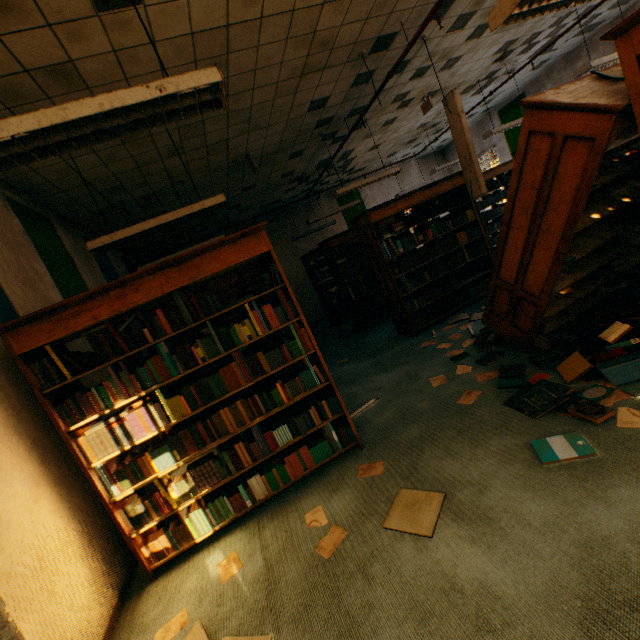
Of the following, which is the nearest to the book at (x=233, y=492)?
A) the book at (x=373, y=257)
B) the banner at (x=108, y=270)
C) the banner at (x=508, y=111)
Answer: the book at (x=373, y=257)

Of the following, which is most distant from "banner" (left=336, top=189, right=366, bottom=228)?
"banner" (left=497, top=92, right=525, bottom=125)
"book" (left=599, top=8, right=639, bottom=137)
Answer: "book" (left=599, top=8, right=639, bottom=137)

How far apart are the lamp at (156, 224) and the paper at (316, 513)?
3.2m

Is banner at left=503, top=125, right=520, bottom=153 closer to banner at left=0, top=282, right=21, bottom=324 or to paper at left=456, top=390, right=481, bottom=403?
paper at left=456, top=390, right=481, bottom=403

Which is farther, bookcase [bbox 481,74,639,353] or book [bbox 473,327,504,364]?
book [bbox 473,327,504,364]

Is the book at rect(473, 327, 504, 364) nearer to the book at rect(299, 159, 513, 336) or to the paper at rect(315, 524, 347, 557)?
the book at rect(299, 159, 513, 336)

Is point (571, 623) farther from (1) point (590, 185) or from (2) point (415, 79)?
(2) point (415, 79)

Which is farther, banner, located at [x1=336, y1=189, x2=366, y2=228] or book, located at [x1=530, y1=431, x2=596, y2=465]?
banner, located at [x1=336, y1=189, x2=366, y2=228]
